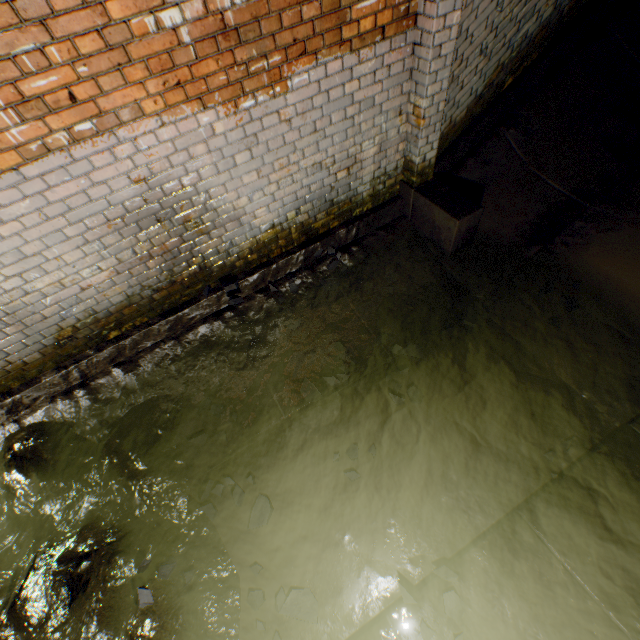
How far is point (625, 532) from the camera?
2.3m

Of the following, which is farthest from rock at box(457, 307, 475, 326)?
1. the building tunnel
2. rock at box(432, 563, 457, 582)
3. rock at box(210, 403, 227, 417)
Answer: rock at box(210, 403, 227, 417)

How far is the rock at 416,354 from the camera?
3.4 meters

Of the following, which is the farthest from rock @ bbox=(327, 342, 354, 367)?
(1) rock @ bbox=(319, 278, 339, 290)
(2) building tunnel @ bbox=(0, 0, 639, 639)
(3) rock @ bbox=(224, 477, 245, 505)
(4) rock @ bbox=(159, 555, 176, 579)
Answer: (4) rock @ bbox=(159, 555, 176, 579)

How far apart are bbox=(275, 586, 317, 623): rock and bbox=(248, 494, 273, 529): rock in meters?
0.4 m

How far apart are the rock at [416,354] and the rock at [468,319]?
0.54m

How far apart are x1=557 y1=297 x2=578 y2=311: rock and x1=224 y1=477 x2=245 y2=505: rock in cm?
343

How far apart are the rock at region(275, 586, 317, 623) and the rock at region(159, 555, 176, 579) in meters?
0.6
